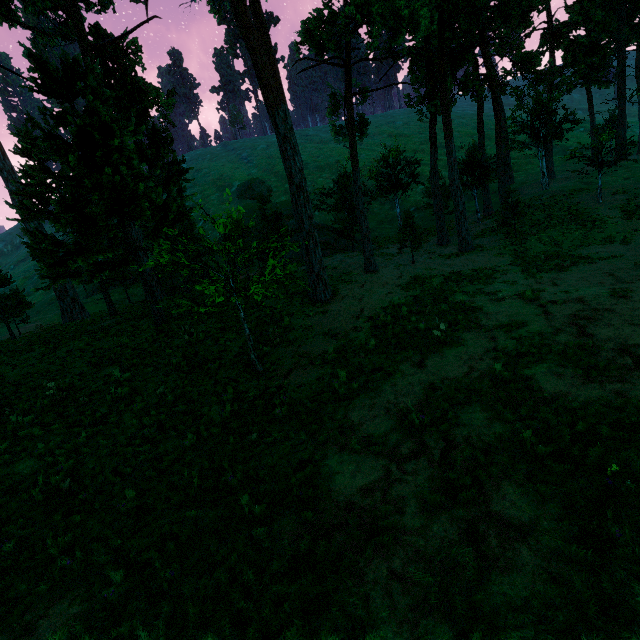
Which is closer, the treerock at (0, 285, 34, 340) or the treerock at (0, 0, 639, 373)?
the treerock at (0, 0, 639, 373)

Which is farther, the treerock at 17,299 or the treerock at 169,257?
the treerock at 17,299

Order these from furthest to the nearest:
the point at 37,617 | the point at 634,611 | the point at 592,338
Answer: the point at 592,338
the point at 37,617
the point at 634,611
